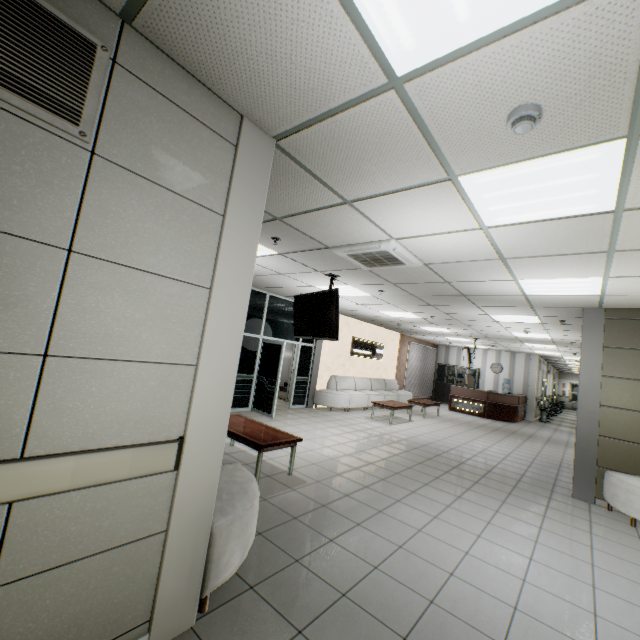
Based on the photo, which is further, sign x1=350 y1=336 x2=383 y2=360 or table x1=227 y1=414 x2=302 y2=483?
sign x1=350 y1=336 x2=383 y2=360

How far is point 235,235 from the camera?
2.1m

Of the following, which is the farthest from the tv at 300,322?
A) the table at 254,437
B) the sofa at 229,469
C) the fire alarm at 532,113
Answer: the fire alarm at 532,113

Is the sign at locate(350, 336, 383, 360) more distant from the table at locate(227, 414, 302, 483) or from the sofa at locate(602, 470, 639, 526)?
the sofa at locate(602, 470, 639, 526)

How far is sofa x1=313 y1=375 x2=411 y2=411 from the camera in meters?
10.4 m

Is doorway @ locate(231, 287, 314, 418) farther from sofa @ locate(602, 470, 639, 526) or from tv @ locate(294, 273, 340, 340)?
sofa @ locate(602, 470, 639, 526)

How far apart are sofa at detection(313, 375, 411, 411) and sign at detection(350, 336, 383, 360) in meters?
0.8 m

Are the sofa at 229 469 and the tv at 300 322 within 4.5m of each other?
yes
